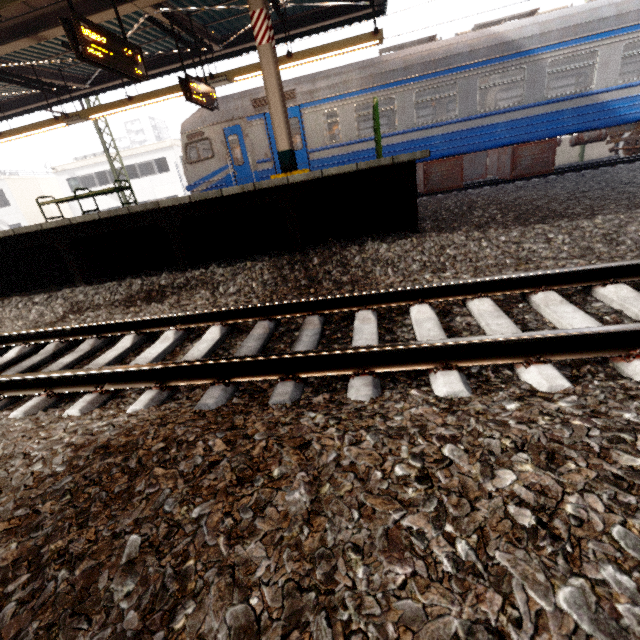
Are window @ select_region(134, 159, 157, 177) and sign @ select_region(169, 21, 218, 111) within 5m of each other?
no

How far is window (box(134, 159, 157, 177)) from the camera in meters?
27.2

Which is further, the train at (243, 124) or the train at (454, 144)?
the train at (243, 124)

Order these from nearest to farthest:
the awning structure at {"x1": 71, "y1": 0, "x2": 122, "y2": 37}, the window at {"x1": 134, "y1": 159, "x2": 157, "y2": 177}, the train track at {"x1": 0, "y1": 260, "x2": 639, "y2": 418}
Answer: the train track at {"x1": 0, "y1": 260, "x2": 639, "y2": 418} → the awning structure at {"x1": 71, "y1": 0, "x2": 122, "y2": 37} → the window at {"x1": 134, "y1": 159, "x2": 157, "y2": 177}

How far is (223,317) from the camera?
3.3 meters

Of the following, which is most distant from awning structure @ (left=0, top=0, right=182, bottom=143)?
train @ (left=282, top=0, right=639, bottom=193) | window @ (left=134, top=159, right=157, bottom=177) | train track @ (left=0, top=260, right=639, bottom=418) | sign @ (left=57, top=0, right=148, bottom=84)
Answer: window @ (left=134, top=159, right=157, bottom=177)

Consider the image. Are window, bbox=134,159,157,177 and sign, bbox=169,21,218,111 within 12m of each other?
no

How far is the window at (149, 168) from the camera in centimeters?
2716cm
